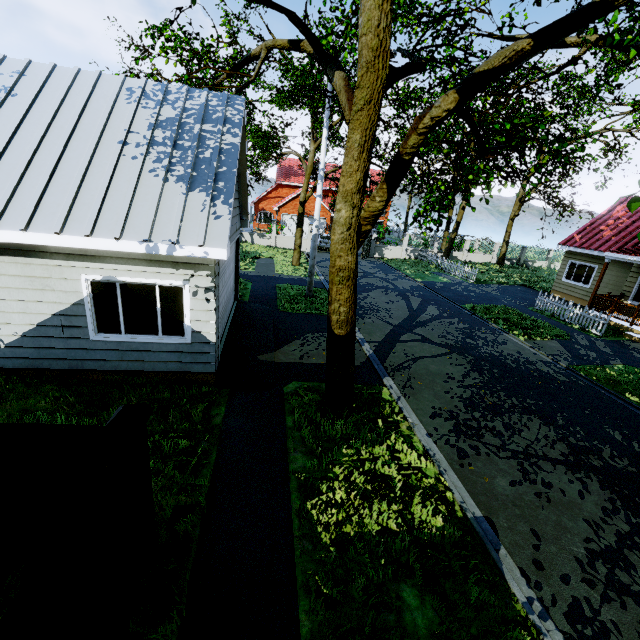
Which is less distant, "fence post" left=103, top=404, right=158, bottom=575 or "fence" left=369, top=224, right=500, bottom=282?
"fence post" left=103, top=404, right=158, bottom=575

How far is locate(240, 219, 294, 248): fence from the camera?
29.0m

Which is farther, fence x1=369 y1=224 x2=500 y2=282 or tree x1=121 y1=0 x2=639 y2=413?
fence x1=369 y1=224 x2=500 y2=282

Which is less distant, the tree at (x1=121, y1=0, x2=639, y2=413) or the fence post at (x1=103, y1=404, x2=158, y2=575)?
the fence post at (x1=103, y1=404, x2=158, y2=575)

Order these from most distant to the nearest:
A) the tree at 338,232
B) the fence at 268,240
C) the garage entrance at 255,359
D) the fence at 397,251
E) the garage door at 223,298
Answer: the fence at 268,240
the fence at 397,251
the garage entrance at 255,359
the garage door at 223,298
the tree at 338,232

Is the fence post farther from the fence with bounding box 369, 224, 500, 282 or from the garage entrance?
the fence with bounding box 369, 224, 500, 282

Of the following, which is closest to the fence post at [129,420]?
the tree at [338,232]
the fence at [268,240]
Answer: the tree at [338,232]

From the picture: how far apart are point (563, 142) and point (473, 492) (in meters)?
8.63
